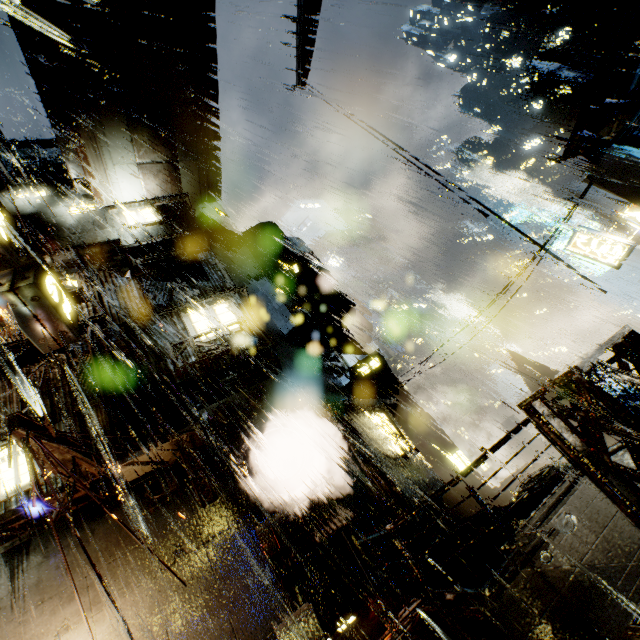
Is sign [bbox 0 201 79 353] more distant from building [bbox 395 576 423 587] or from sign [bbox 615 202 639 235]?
sign [bbox 615 202 639 235]

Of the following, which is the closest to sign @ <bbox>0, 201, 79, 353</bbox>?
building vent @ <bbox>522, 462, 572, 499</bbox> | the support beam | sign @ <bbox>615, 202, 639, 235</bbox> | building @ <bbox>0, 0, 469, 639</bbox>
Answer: building @ <bbox>0, 0, 469, 639</bbox>

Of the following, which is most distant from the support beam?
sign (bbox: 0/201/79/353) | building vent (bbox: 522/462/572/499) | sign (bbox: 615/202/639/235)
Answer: sign (bbox: 615/202/639/235)

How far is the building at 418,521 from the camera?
10.63m

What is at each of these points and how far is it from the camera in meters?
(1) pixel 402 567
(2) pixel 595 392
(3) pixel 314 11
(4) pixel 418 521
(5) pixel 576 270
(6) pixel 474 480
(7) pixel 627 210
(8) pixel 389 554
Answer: (1) building, 10.2
(2) support beam, 3.4
(3) building, 21.0
(4) building, 10.5
(5) building, 13.4
(6) building, 24.0
(7) sign, 13.9
(8) building, 10.4

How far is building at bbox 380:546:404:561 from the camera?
10.3 meters

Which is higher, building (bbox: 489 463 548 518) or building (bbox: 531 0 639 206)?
building (bbox: 531 0 639 206)
